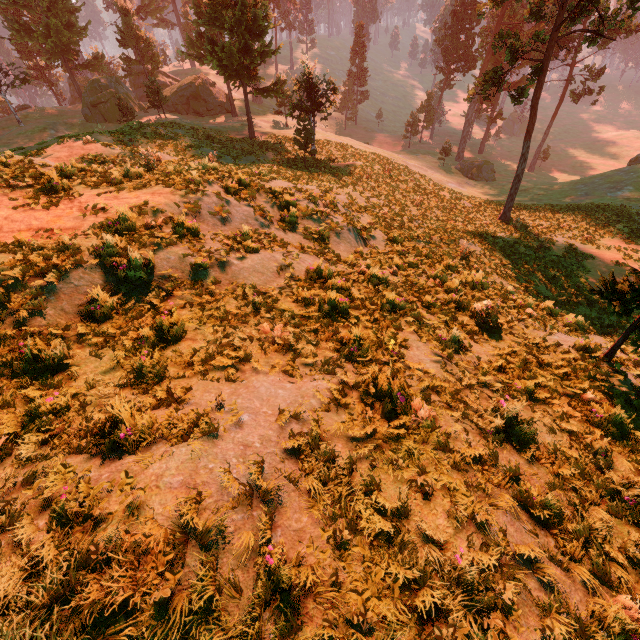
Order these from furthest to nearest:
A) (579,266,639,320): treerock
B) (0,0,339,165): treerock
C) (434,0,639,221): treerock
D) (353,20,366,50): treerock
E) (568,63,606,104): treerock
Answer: (353,20,366,50): treerock → (568,63,606,104): treerock → (0,0,339,165): treerock → (434,0,639,221): treerock → (579,266,639,320): treerock

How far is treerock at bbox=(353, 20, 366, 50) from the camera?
57.39m

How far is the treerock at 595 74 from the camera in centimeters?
4209cm

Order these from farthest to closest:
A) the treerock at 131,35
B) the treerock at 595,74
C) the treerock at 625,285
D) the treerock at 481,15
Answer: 1. the treerock at 595,74
2. the treerock at 131,35
3. the treerock at 481,15
4. the treerock at 625,285

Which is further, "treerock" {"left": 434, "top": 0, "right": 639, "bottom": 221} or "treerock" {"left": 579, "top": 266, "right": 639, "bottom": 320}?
"treerock" {"left": 434, "top": 0, "right": 639, "bottom": 221}

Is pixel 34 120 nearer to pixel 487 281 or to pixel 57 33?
pixel 57 33
